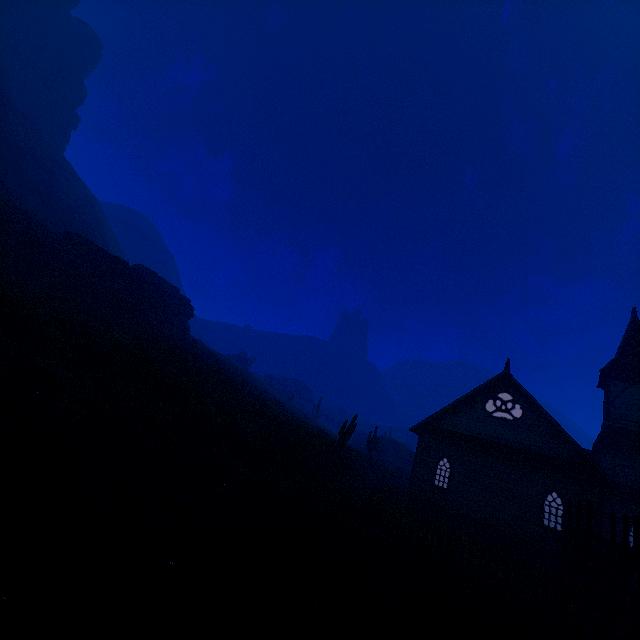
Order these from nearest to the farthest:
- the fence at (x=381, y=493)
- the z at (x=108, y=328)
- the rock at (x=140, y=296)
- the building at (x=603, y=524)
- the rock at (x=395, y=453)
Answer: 1. the z at (x=108, y=328)
2. the fence at (x=381, y=493)
3. the building at (x=603, y=524)
4. the rock at (x=140, y=296)
5. the rock at (x=395, y=453)

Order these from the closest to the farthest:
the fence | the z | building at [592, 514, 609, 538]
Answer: the z
the fence
building at [592, 514, 609, 538]

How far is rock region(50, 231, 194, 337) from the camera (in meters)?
30.84

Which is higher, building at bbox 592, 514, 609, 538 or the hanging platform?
building at bbox 592, 514, 609, 538

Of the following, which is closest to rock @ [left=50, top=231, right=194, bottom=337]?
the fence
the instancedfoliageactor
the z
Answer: the z

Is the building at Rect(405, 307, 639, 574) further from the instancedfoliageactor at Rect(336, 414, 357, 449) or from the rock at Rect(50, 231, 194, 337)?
the rock at Rect(50, 231, 194, 337)

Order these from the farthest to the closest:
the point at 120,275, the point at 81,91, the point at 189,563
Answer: the point at 81,91 → the point at 120,275 → the point at 189,563

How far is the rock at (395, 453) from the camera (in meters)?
47.00
